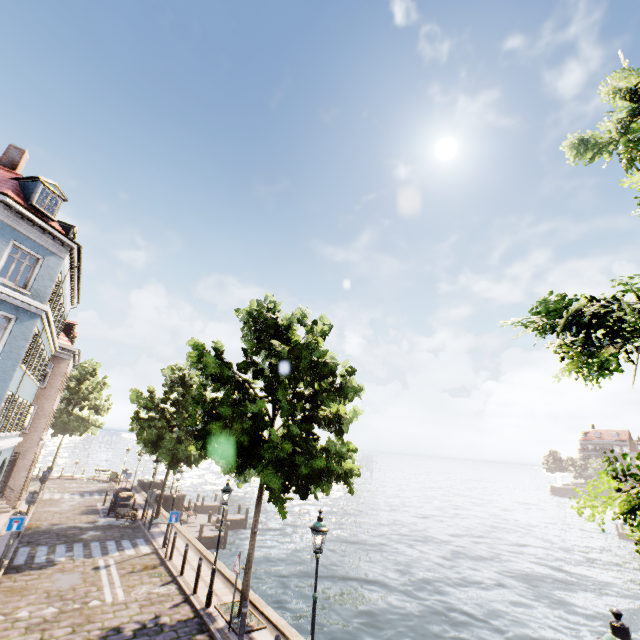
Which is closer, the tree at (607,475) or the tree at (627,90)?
the tree at (607,475)

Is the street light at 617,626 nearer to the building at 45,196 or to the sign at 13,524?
the building at 45,196

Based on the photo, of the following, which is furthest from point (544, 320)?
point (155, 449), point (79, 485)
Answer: point (79, 485)

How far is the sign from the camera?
12.2m

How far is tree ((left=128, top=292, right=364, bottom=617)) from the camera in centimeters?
1005cm

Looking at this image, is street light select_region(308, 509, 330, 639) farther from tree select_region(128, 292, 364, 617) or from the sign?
the sign

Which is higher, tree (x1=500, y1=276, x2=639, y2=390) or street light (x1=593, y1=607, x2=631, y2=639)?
tree (x1=500, y1=276, x2=639, y2=390)

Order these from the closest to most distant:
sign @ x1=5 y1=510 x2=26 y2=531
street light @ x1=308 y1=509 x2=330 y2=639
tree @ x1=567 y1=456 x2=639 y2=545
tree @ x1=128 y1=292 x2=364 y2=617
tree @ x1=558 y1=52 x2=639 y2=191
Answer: tree @ x1=567 y1=456 x2=639 y2=545
tree @ x1=558 y1=52 x2=639 y2=191
street light @ x1=308 y1=509 x2=330 y2=639
tree @ x1=128 y1=292 x2=364 y2=617
sign @ x1=5 y1=510 x2=26 y2=531
